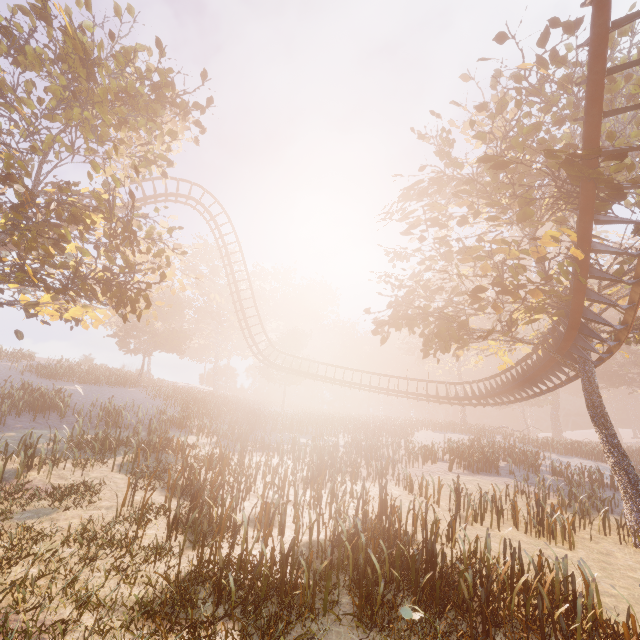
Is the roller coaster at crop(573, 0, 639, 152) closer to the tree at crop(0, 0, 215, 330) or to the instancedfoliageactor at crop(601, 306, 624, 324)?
the tree at crop(0, 0, 215, 330)

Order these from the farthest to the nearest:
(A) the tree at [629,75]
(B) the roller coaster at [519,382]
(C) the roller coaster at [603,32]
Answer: (B) the roller coaster at [519,382] < (A) the tree at [629,75] < (C) the roller coaster at [603,32]

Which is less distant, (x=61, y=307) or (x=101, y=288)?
(x=101, y=288)

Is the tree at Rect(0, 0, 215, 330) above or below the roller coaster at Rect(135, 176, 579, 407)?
above

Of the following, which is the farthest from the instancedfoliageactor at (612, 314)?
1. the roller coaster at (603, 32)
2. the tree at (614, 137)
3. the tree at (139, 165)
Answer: the tree at (139, 165)

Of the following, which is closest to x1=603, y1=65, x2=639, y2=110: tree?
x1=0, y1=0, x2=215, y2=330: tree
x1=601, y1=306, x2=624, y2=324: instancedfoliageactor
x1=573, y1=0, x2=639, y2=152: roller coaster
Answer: x1=573, y1=0, x2=639, y2=152: roller coaster

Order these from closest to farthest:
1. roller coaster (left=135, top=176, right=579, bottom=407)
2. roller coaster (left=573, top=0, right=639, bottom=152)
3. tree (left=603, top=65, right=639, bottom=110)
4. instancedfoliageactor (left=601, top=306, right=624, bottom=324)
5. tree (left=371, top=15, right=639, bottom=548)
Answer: roller coaster (left=573, top=0, right=639, bottom=152) → tree (left=371, top=15, right=639, bottom=548) → instancedfoliageactor (left=601, top=306, right=624, bottom=324) → tree (left=603, top=65, right=639, bottom=110) → roller coaster (left=135, top=176, right=579, bottom=407)

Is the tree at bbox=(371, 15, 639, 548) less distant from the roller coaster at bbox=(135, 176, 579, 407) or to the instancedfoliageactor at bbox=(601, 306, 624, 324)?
the roller coaster at bbox=(135, 176, 579, 407)
